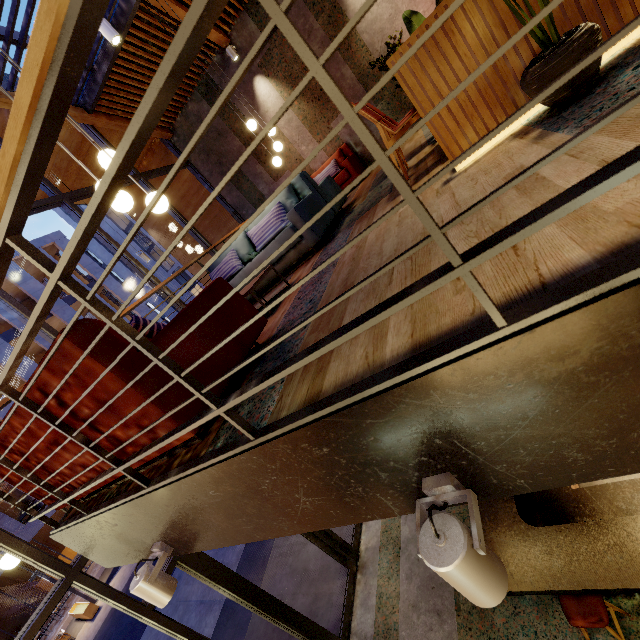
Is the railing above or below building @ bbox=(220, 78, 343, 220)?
below

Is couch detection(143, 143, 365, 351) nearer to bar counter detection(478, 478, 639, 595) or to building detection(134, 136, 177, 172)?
building detection(134, 136, 177, 172)

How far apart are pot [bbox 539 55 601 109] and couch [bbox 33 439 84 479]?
2.0m

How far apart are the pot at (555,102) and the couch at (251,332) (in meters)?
2.03

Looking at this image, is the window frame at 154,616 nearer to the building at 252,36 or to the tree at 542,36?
the building at 252,36

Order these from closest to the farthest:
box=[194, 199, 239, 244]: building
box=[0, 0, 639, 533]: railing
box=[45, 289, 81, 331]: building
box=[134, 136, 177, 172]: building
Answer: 1. box=[0, 0, 639, 533]: railing
2. box=[134, 136, 177, 172]: building
3. box=[194, 199, 239, 244]: building
4. box=[45, 289, 81, 331]: building

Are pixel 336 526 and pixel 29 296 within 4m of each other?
no

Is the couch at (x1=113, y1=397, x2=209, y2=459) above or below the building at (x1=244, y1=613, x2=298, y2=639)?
above
